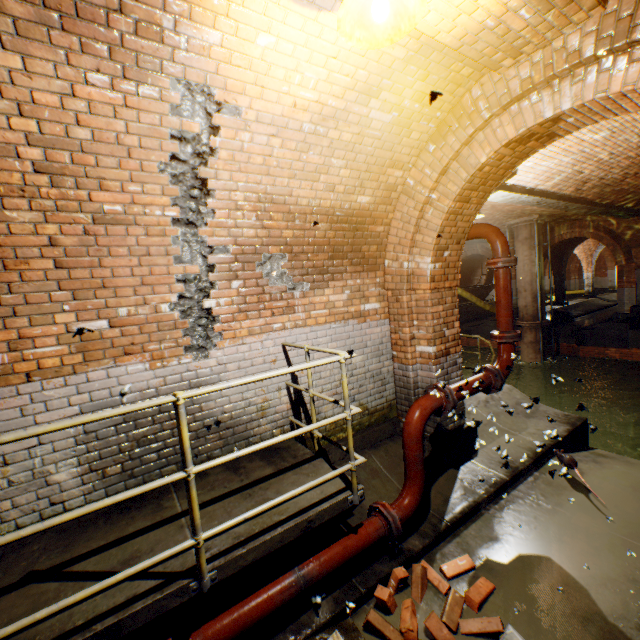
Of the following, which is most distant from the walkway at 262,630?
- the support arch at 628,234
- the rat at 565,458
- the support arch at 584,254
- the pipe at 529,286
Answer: the support arch at 584,254

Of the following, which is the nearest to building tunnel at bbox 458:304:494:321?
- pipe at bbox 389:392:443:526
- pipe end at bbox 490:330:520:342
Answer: pipe end at bbox 490:330:520:342

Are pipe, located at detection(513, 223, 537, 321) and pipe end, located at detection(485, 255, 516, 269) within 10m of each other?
no

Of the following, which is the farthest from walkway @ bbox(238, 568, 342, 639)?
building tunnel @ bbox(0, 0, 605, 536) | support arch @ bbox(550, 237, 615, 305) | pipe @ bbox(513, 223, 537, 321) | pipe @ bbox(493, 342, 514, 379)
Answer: support arch @ bbox(550, 237, 615, 305)

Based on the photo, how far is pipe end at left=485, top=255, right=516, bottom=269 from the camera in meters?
4.2

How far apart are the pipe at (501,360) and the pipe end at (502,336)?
0.0m

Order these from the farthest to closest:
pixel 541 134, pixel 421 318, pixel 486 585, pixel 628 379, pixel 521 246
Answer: pixel 521 246 → pixel 628 379 → pixel 421 318 → pixel 541 134 → pixel 486 585

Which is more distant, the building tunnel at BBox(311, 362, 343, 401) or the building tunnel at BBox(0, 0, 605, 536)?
the building tunnel at BBox(311, 362, 343, 401)
